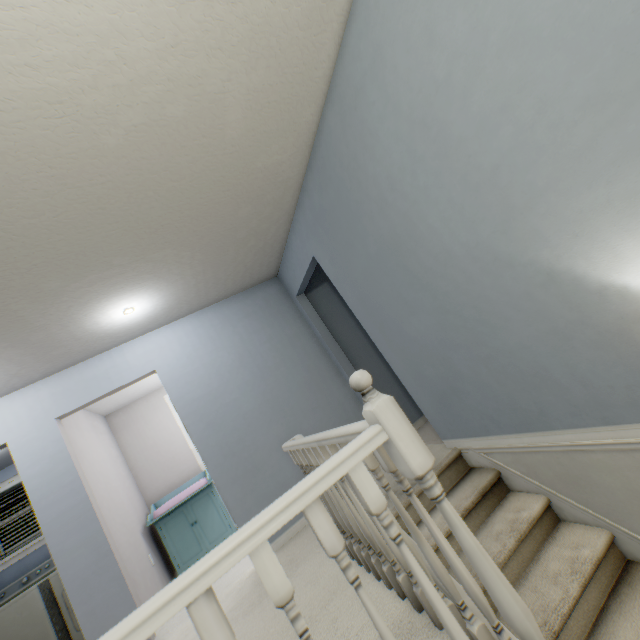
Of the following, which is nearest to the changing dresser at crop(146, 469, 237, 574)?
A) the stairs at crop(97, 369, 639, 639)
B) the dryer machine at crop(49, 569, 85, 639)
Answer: the dryer machine at crop(49, 569, 85, 639)

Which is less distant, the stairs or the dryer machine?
the stairs

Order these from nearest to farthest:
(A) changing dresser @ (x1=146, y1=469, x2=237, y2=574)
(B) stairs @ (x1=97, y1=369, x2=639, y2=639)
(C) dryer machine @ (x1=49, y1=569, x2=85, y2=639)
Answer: (B) stairs @ (x1=97, y1=369, x2=639, y2=639), (C) dryer machine @ (x1=49, y1=569, x2=85, y2=639), (A) changing dresser @ (x1=146, y1=469, x2=237, y2=574)

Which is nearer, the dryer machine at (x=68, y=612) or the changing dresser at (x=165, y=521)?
the dryer machine at (x=68, y=612)

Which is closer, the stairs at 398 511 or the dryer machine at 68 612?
the stairs at 398 511

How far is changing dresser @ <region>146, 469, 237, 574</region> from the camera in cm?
411

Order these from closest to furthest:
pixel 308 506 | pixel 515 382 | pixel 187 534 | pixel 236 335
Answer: pixel 308 506 → pixel 515 382 → pixel 236 335 → pixel 187 534

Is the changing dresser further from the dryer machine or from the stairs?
the stairs
